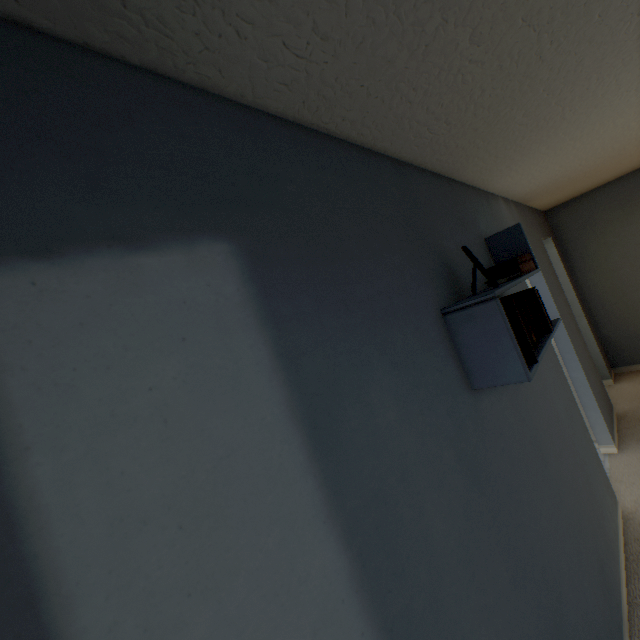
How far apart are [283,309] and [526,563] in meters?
1.2

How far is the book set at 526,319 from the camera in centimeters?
116cm

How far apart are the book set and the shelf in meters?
0.0

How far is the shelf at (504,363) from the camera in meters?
1.1 m

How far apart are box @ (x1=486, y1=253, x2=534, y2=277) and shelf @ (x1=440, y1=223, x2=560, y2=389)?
0.0 meters

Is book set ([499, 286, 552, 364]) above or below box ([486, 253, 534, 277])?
below

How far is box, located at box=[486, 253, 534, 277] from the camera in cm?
164

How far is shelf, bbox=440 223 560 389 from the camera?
1.1 meters
